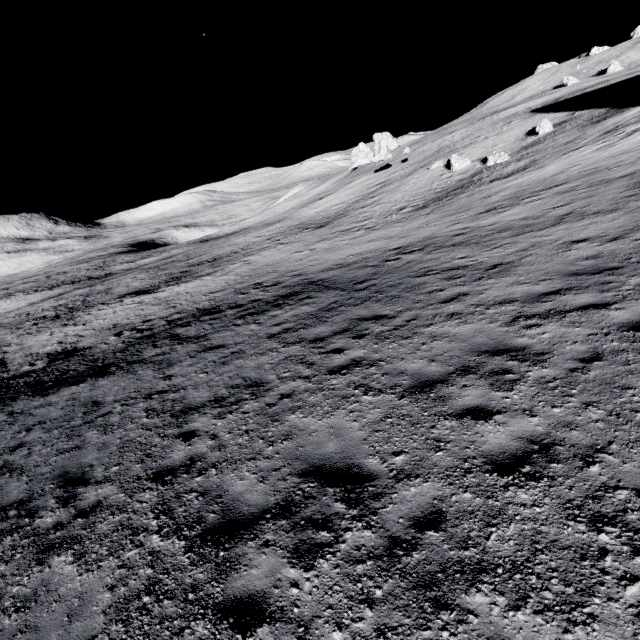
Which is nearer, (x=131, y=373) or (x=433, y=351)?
(x=433, y=351)

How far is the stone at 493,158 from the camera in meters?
25.7

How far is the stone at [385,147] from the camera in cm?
4406

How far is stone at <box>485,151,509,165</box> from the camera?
25.7m

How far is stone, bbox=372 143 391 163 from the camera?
44.06m

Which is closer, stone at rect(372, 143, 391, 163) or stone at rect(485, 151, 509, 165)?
stone at rect(485, 151, 509, 165)

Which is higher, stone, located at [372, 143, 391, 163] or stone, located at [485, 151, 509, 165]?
stone, located at [372, 143, 391, 163]
